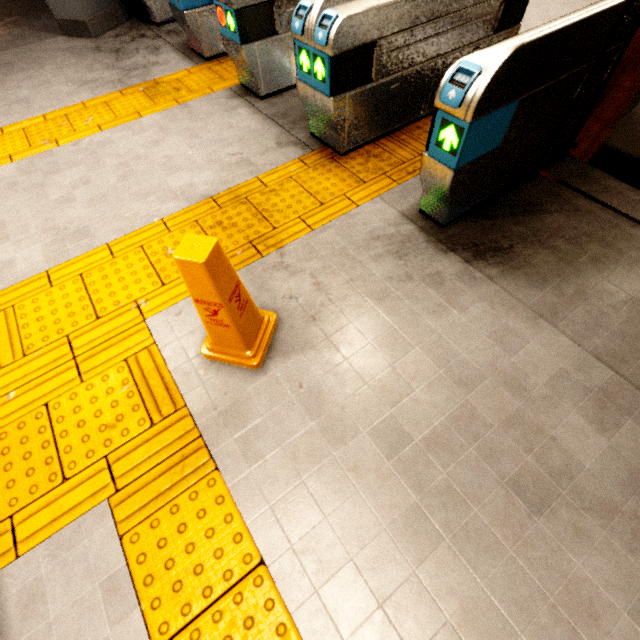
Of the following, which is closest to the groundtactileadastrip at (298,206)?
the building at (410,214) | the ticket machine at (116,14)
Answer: the building at (410,214)

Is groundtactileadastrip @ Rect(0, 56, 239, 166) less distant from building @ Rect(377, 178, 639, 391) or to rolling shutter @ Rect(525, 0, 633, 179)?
building @ Rect(377, 178, 639, 391)

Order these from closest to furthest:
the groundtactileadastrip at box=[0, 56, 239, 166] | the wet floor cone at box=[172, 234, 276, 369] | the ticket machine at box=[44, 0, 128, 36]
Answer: the wet floor cone at box=[172, 234, 276, 369] → the groundtactileadastrip at box=[0, 56, 239, 166] → the ticket machine at box=[44, 0, 128, 36]

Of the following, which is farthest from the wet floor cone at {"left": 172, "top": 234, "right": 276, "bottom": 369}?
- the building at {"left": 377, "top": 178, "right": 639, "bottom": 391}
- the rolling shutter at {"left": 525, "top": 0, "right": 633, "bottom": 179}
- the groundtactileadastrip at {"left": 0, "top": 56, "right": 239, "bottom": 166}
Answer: the rolling shutter at {"left": 525, "top": 0, "right": 633, "bottom": 179}

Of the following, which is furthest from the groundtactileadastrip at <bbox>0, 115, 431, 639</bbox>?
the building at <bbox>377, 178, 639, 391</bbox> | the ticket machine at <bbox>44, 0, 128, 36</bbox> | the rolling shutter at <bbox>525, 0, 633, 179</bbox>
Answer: the ticket machine at <bbox>44, 0, 128, 36</bbox>

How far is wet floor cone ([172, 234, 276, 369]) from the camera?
1.3 meters

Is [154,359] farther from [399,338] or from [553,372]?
[553,372]

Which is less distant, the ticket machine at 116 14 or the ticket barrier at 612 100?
the ticket barrier at 612 100
